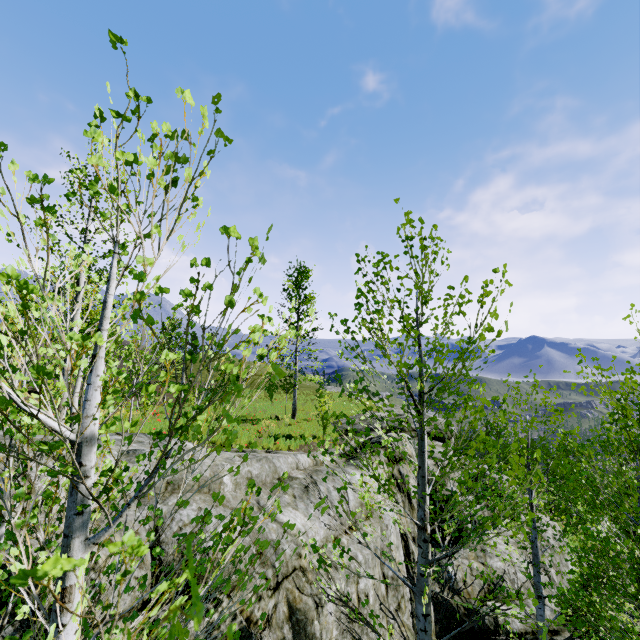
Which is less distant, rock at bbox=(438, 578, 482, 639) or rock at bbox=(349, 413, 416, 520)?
rock at bbox=(438, 578, 482, 639)

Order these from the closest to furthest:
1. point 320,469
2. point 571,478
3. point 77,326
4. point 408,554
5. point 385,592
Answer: point 77,326 → point 571,478 → point 385,592 → point 320,469 → point 408,554

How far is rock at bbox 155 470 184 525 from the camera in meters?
5.2

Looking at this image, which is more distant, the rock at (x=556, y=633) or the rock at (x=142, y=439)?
the rock at (x=556, y=633)

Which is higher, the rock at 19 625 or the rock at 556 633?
the rock at 19 625
